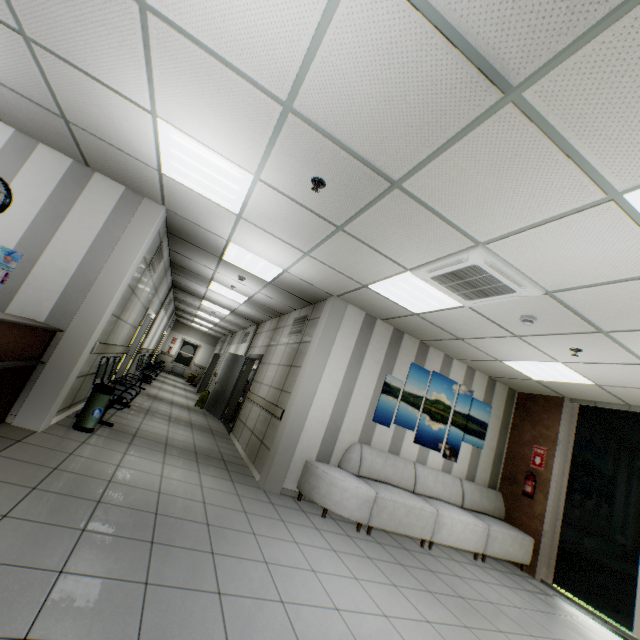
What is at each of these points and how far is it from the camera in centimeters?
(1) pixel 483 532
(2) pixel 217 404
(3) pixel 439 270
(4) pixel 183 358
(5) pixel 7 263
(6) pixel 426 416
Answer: (1) sofa, 538cm
(2) door, 1007cm
(3) air conditioning vent, 349cm
(4) window, 2119cm
(5) calendar, 391cm
(6) picture, 620cm

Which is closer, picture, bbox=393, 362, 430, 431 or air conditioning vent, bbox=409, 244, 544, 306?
air conditioning vent, bbox=409, 244, 544, 306

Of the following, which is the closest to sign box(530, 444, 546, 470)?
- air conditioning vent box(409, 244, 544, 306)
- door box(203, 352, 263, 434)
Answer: air conditioning vent box(409, 244, 544, 306)

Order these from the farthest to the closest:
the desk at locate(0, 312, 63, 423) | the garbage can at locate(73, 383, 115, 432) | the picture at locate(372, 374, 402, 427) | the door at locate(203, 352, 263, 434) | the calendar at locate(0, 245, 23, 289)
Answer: the door at locate(203, 352, 263, 434)
the picture at locate(372, 374, 402, 427)
the garbage can at locate(73, 383, 115, 432)
the calendar at locate(0, 245, 23, 289)
the desk at locate(0, 312, 63, 423)

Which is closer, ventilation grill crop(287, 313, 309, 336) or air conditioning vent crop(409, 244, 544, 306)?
air conditioning vent crop(409, 244, 544, 306)

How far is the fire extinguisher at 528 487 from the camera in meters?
6.1 m

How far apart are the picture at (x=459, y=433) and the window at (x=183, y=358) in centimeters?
1824cm

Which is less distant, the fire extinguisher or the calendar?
the calendar
